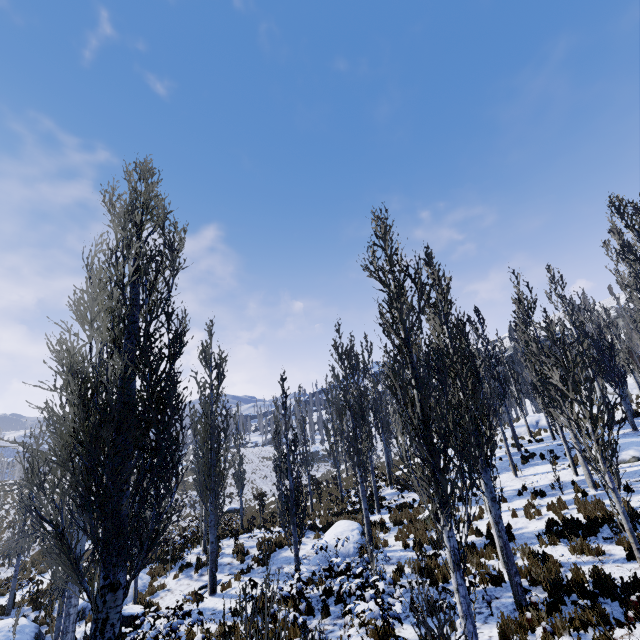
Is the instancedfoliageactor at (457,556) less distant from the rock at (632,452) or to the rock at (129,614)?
the rock at (129,614)

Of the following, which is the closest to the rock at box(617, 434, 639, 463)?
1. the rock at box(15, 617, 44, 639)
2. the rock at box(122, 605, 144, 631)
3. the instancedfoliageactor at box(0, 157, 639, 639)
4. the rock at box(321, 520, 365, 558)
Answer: the instancedfoliageactor at box(0, 157, 639, 639)

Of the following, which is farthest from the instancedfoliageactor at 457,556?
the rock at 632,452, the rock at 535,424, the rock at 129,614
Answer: the rock at 632,452

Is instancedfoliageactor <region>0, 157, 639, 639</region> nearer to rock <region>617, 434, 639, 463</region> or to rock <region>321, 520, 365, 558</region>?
rock <region>321, 520, 365, 558</region>

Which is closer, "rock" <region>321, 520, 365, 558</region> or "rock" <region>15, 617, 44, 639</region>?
"rock" <region>15, 617, 44, 639</region>

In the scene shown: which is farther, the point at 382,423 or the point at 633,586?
the point at 382,423

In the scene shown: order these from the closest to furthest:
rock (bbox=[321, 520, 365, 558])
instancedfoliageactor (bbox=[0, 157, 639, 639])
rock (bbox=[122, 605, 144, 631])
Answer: instancedfoliageactor (bbox=[0, 157, 639, 639]) < rock (bbox=[122, 605, 144, 631]) < rock (bbox=[321, 520, 365, 558])

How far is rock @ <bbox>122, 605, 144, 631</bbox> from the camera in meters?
12.1 m
